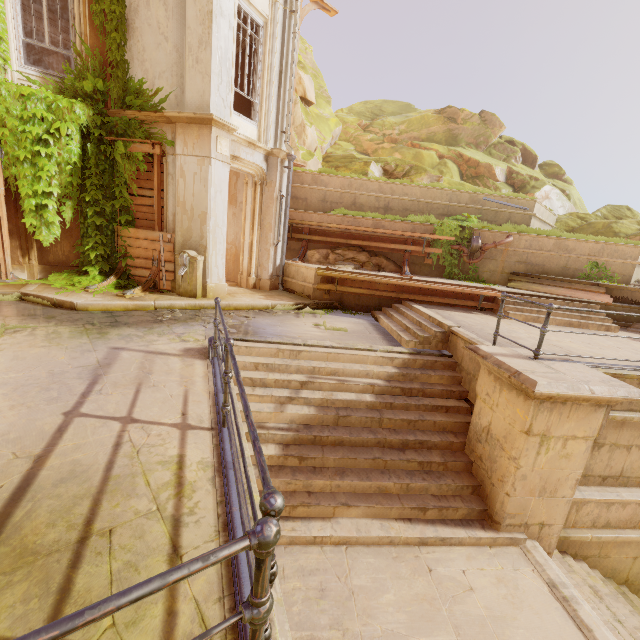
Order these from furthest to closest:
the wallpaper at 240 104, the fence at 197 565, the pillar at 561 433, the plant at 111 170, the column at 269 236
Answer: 1. the wallpaper at 240 104
2. the column at 269 236
3. the plant at 111 170
4. the pillar at 561 433
5. the fence at 197 565

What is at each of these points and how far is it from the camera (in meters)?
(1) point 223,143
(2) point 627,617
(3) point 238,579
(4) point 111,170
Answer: (1) plaque, 8.27
(2) stairs, 4.73
(3) metal trim, 1.91
(4) plant, 8.61

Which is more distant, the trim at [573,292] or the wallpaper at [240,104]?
the wallpaper at [240,104]

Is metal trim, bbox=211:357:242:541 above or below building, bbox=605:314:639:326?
below

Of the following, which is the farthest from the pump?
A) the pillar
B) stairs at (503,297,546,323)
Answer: stairs at (503,297,546,323)

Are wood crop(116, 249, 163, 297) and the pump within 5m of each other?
yes

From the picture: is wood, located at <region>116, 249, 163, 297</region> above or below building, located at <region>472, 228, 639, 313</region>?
below

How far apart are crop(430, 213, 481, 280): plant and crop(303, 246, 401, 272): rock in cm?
106
